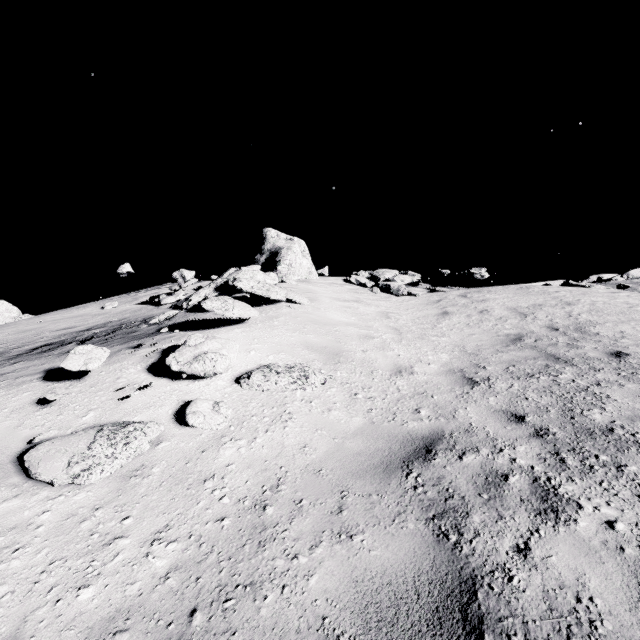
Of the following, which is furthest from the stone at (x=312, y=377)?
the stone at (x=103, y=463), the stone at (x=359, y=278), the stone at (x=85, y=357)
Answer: the stone at (x=359, y=278)

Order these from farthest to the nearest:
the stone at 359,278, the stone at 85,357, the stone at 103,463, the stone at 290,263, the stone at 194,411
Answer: the stone at 359,278, the stone at 290,263, the stone at 85,357, the stone at 194,411, the stone at 103,463

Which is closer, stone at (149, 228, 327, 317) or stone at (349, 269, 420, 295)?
stone at (149, 228, 327, 317)

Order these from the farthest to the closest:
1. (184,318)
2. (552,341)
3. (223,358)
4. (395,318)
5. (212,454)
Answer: (395,318), (184,318), (552,341), (223,358), (212,454)

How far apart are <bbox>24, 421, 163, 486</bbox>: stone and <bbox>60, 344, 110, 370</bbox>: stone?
1.21m

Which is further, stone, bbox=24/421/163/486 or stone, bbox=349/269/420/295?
stone, bbox=349/269/420/295

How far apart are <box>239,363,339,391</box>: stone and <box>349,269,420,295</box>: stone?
9.1 meters

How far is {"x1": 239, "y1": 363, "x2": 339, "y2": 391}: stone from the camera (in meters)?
4.40
